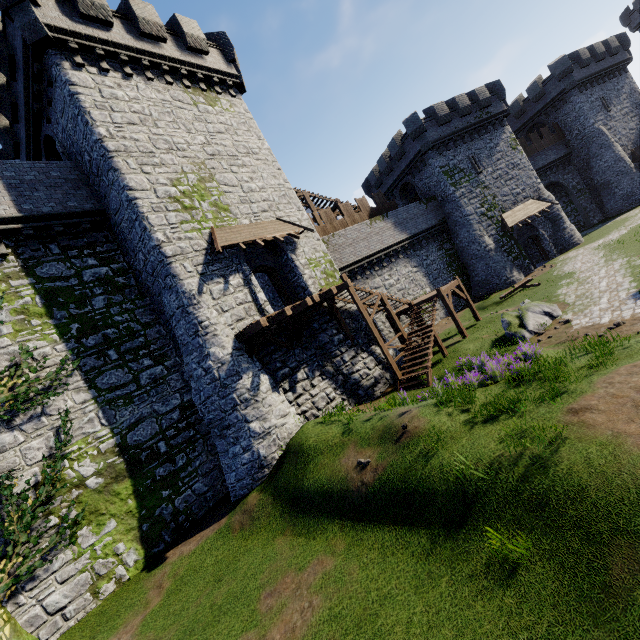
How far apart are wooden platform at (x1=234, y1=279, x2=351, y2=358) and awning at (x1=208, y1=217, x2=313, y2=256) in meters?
3.1 m

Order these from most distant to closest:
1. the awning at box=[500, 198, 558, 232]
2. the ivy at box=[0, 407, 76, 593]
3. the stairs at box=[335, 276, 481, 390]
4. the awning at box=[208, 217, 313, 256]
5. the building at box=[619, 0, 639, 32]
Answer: the building at box=[619, 0, 639, 32], the awning at box=[500, 198, 558, 232], the stairs at box=[335, 276, 481, 390], the awning at box=[208, 217, 313, 256], the ivy at box=[0, 407, 76, 593]

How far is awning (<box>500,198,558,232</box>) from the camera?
28.2 meters

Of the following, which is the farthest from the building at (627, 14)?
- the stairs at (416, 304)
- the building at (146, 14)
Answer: the building at (146, 14)

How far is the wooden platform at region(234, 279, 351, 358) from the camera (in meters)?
12.98

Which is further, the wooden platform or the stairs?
the stairs

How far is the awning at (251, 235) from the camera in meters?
14.2 m

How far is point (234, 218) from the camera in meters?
15.9 m
